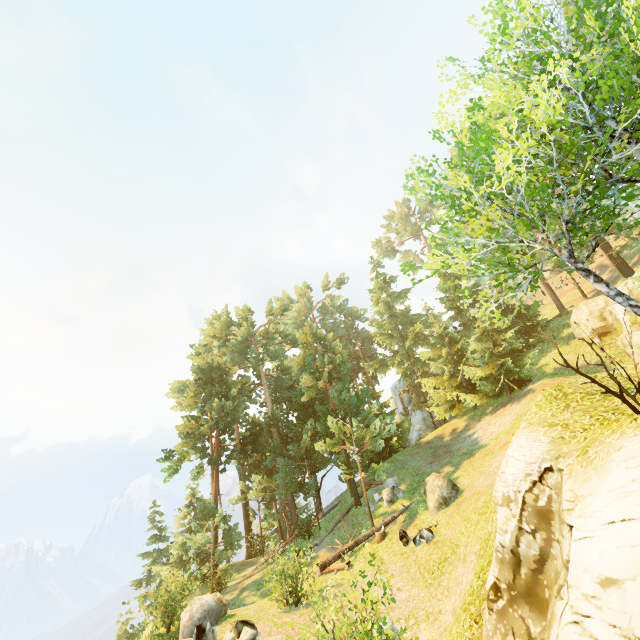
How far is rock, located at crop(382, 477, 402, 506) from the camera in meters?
19.6 m

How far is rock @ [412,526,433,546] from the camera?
13.8 meters

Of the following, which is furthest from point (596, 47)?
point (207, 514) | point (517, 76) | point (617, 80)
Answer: point (207, 514)

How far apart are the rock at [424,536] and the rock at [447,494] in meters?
1.0 m

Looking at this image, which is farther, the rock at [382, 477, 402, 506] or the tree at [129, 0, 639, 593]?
the rock at [382, 477, 402, 506]

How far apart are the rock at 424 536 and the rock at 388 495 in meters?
4.7 m

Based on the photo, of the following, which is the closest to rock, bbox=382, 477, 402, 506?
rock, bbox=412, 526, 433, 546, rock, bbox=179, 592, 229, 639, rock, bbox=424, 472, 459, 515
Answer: rock, bbox=424, 472, 459, 515

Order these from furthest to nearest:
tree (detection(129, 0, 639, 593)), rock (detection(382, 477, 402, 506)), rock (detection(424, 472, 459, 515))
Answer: rock (detection(382, 477, 402, 506))
rock (detection(424, 472, 459, 515))
tree (detection(129, 0, 639, 593))
